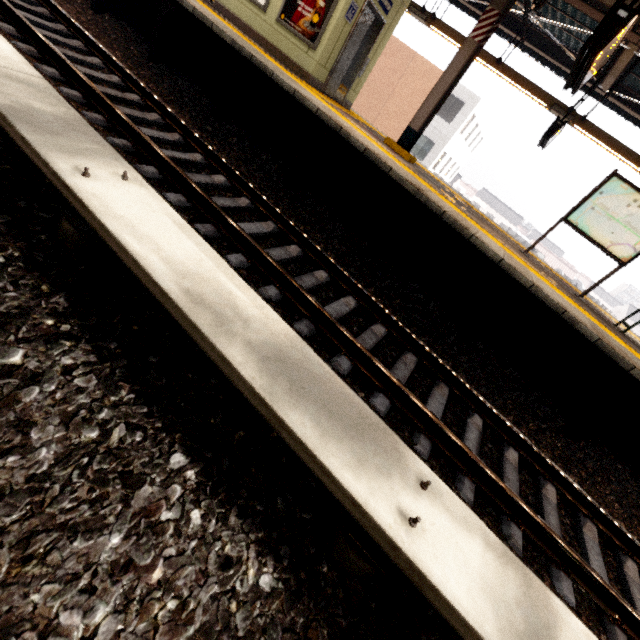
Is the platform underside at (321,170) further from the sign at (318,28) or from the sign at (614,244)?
the sign at (614,244)

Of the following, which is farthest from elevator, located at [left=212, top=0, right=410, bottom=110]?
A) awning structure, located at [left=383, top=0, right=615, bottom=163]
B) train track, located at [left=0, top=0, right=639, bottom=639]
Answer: train track, located at [left=0, top=0, right=639, bottom=639]

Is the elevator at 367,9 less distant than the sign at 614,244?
No

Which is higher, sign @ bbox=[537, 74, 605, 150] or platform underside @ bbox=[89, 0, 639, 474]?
sign @ bbox=[537, 74, 605, 150]

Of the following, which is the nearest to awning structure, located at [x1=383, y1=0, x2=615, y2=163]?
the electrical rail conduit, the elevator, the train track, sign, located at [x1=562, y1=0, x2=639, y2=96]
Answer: sign, located at [x1=562, y1=0, x2=639, y2=96]

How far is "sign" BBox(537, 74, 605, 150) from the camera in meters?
7.5

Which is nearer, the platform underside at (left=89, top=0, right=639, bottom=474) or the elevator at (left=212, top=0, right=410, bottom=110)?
the platform underside at (left=89, top=0, right=639, bottom=474)

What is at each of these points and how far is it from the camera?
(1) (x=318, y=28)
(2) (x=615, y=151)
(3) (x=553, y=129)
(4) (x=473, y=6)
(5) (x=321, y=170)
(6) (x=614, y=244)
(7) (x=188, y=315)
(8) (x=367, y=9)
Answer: (1) sign, 6.9m
(2) awning structure, 7.9m
(3) sign, 7.9m
(4) awning structure, 9.7m
(5) platform underside, 5.9m
(6) sign, 6.4m
(7) electrical rail conduit, 1.5m
(8) elevator, 7.5m
